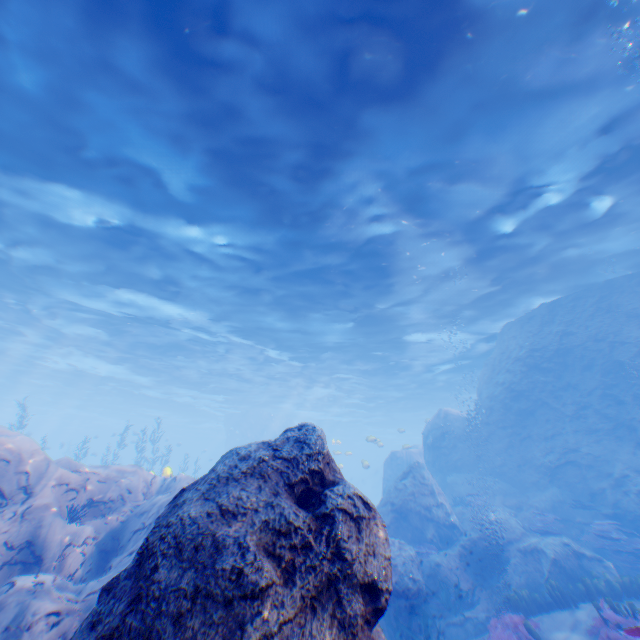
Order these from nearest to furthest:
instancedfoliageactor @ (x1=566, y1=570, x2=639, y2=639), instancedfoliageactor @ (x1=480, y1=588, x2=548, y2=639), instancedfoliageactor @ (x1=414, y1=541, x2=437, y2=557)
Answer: instancedfoliageactor @ (x1=566, y1=570, x2=639, y2=639), instancedfoliageactor @ (x1=480, y1=588, x2=548, y2=639), instancedfoliageactor @ (x1=414, y1=541, x2=437, y2=557)

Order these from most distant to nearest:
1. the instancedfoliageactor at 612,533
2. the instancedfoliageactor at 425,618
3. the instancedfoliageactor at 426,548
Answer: the instancedfoliageactor at 426,548, the instancedfoliageactor at 612,533, the instancedfoliageactor at 425,618

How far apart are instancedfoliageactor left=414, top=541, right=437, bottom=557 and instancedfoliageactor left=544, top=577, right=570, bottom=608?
3.89m

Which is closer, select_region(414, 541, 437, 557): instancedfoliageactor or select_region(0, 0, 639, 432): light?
select_region(0, 0, 639, 432): light

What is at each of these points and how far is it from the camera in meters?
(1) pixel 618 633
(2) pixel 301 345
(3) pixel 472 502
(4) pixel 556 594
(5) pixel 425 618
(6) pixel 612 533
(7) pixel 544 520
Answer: (1) instancedfoliageactor, 6.7
(2) light, 23.0
(3) instancedfoliageactor, 14.9
(4) instancedfoliageactor, 8.7
(5) instancedfoliageactor, 9.1
(6) instancedfoliageactor, 11.0
(7) instancedfoliageactor, 12.6

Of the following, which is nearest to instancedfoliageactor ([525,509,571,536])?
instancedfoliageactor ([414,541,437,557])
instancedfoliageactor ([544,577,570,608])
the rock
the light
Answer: the rock

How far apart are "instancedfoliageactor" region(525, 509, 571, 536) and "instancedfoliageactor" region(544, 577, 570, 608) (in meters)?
3.08

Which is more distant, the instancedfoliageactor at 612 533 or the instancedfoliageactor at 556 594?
the instancedfoliageactor at 612 533
